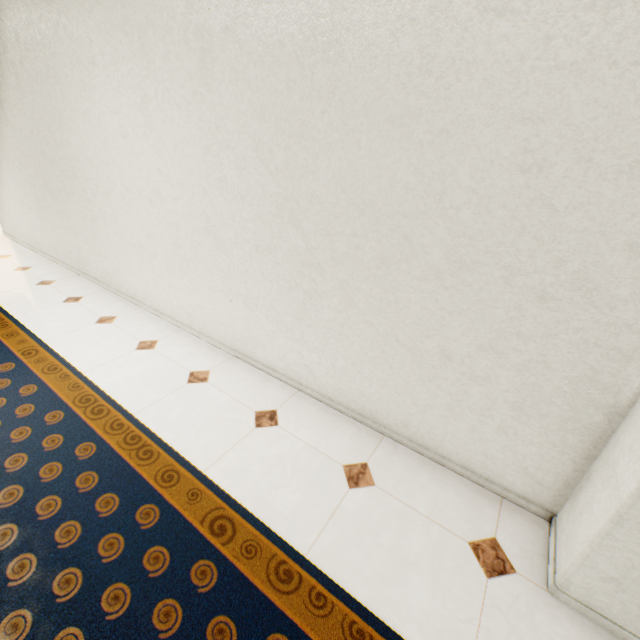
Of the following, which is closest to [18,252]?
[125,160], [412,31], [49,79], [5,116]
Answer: [5,116]
